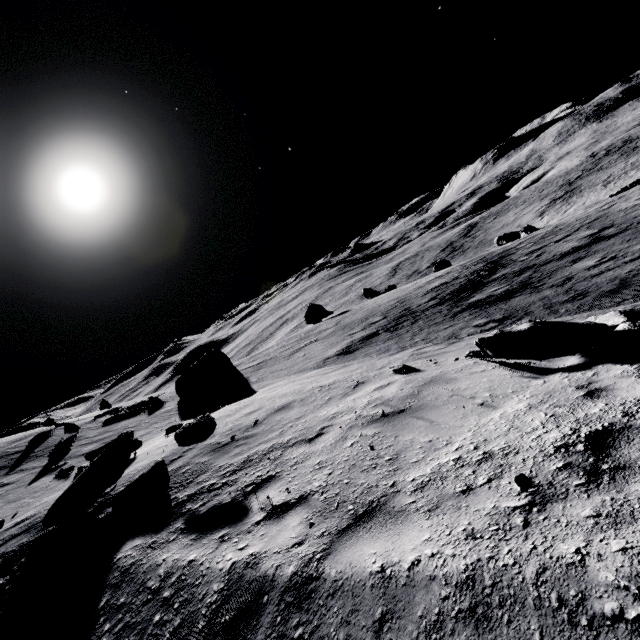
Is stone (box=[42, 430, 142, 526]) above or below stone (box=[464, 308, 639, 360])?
above

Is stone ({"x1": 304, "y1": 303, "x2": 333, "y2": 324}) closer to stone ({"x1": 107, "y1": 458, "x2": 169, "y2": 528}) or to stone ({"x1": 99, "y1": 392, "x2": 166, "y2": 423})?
stone ({"x1": 99, "y1": 392, "x2": 166, "y2": 423})

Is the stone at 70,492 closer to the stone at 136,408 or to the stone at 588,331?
the stone at 588,331

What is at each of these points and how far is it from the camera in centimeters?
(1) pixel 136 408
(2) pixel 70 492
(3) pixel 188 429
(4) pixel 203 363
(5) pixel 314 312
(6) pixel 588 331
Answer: (1) stone, 1792cm
(2) stone, 639cm
(3) stone, 654cm
(4) stone, 1745cm
(5) stone, 3428cm
(6) stone, 334cm

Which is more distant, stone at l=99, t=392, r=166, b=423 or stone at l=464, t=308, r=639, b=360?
stone at l=99, t=392, r=166, b=423

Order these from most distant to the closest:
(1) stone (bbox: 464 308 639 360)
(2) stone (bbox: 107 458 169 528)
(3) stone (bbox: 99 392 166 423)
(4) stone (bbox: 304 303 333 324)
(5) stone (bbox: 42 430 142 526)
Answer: (4) stone (bbox: 304 303 333 324)
(3) stone (bbox: 99 392 166 423)
(5) stone (bbox: 42 430 142 526)
(2) stone (bbox: 107 458 169 528)
(1) stone (bbox: 464 308 639 360)

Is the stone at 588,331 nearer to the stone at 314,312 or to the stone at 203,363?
the stone at 203,363

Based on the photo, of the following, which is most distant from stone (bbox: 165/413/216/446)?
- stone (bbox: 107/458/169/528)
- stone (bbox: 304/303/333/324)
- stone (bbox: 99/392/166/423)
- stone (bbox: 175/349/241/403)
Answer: stone (bbox: 304/303/333/324)
